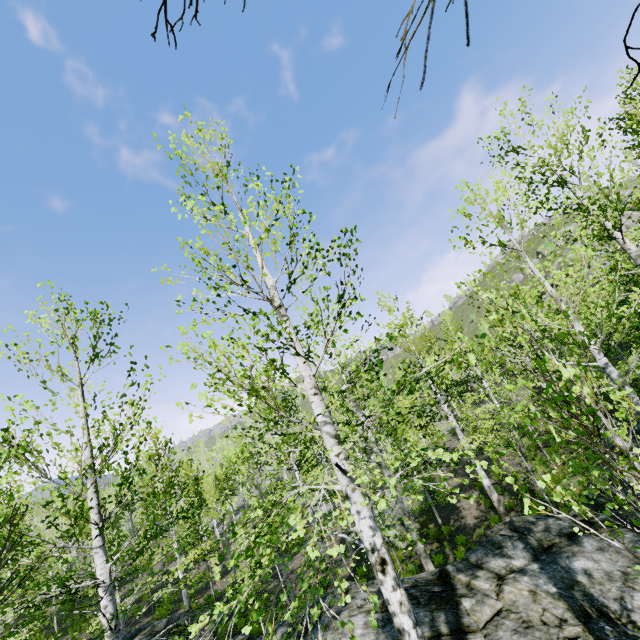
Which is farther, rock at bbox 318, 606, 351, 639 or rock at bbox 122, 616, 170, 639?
rock at bbox 122, 616, 170, 639

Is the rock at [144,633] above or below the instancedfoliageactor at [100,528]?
below

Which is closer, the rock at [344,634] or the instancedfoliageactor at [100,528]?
the instancedfoliageactor at [100,528]

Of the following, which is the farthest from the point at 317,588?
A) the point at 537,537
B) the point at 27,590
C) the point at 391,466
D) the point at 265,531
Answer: the point at 27,590

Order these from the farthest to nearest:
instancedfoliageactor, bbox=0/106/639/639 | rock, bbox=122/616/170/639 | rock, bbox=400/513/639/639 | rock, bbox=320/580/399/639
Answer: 1. rock, bbox=122/616/170/639
2. rock, bbox=320/580/399/639
3. rock, bbox=400/513/639/639
4. instancedfoliageactor, bbox=0/106/639/639

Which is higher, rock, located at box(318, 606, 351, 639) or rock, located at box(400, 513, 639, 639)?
rock, located at box(318, 606, 351, 639)
